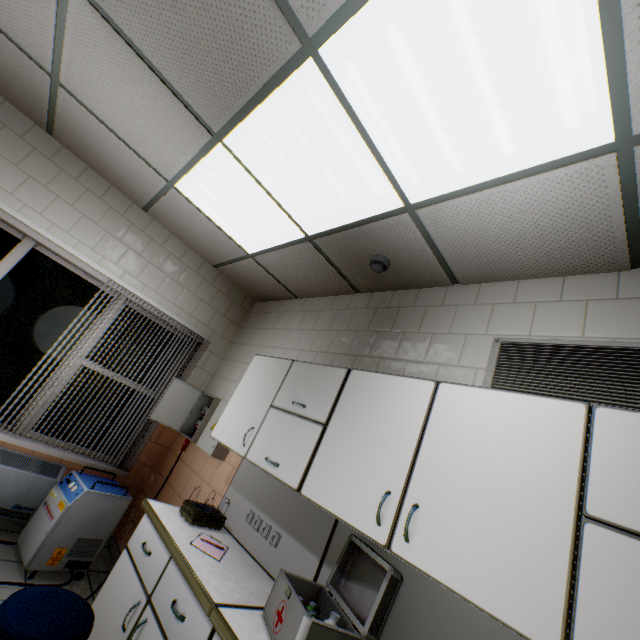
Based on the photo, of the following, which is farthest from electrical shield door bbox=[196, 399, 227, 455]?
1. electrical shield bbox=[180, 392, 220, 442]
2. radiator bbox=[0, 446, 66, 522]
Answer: radiator bbox=[0, 446, 66, 522]

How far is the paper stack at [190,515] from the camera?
2.29m

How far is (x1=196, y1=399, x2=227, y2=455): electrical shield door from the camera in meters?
3.0 m

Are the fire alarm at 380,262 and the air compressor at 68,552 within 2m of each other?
no

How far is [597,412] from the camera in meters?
1.2

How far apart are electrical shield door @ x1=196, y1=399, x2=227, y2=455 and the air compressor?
0.7m

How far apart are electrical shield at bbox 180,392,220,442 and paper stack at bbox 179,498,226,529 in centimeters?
102cm

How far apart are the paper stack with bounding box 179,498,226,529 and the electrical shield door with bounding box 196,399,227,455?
0.6 meters
